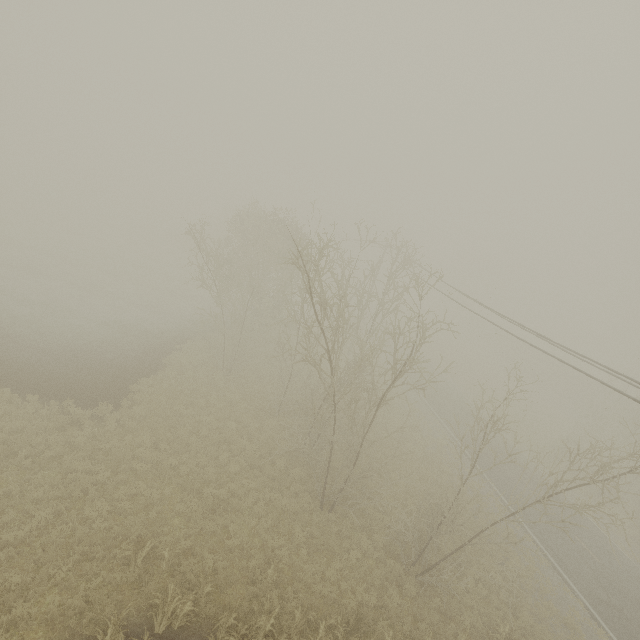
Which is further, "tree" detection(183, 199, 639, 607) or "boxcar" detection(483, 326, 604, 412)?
"boxcar" detection(483, 326, 604, 412)

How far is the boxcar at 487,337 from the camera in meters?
42.6 m

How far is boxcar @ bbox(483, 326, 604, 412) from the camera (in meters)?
42.56

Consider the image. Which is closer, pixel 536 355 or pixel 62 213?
pixel 62 213

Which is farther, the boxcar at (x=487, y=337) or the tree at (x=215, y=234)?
the boxcar at (x=487, y=337)
